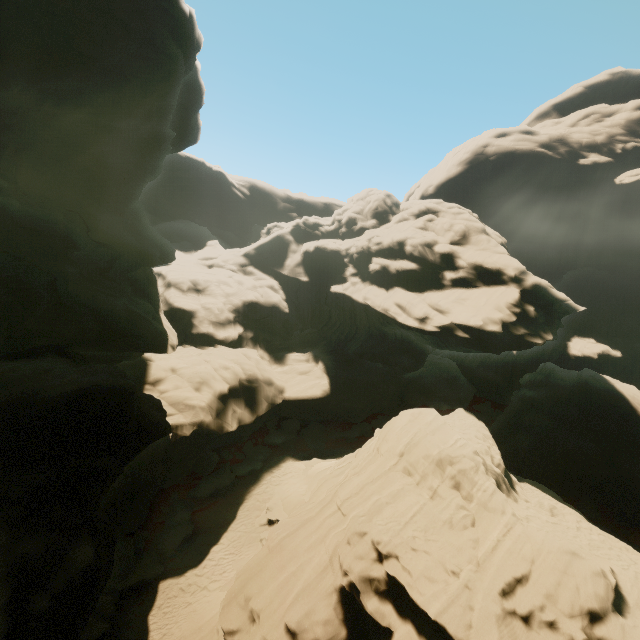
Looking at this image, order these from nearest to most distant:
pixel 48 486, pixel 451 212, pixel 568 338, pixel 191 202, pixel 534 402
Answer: pixel 48 486 < pixel 534 402 < pixel 451 212 < pixel 568 338 < pixel 191 202
